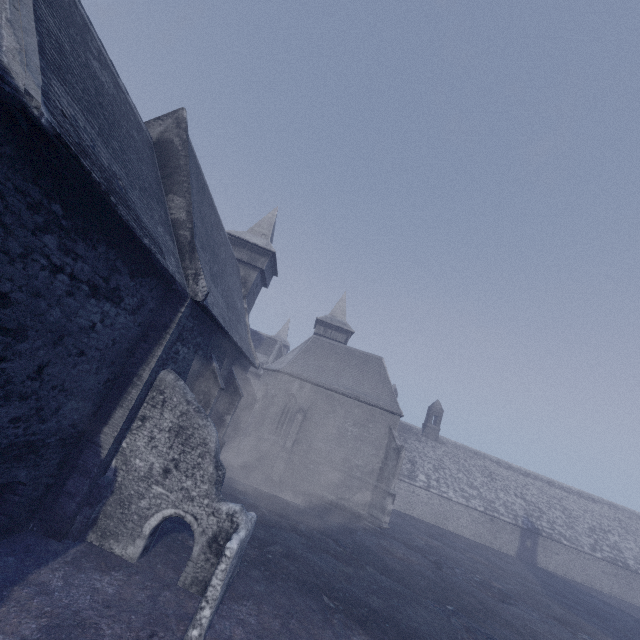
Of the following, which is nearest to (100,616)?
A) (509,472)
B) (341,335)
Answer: (341,335)
